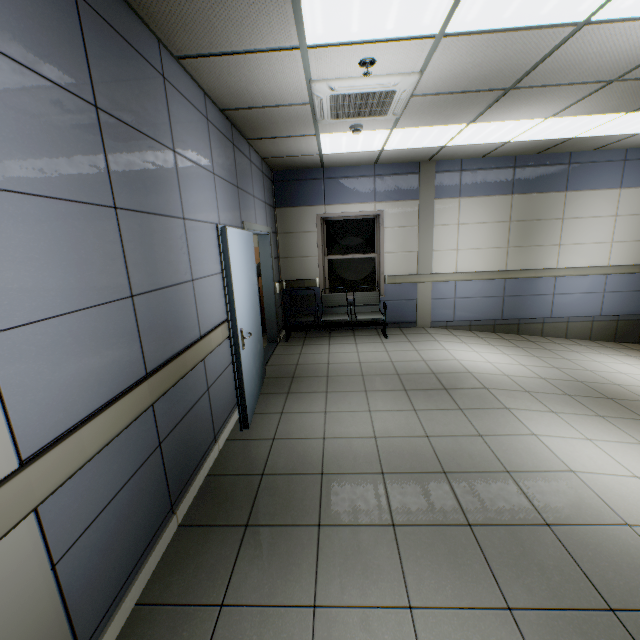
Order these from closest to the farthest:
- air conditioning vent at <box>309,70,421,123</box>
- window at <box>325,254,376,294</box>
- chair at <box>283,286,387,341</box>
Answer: air conditioning vent at <box>309,70,421,123</box> → chair at <box>283,286,387,341</box> → window at <box>325,254,376,294</box>

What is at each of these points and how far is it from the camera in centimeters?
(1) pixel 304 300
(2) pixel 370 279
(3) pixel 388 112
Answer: (1) chair, 669cm
(2) window, 686cm
(3) air conditioning vent, 354cm

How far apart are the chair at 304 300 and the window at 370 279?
0.3m

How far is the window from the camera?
6.8m

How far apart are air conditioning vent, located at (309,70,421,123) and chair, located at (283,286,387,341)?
3.2m

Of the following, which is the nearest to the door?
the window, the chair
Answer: the chair

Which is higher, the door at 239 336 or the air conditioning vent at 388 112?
the air conditioning vent at 388 112

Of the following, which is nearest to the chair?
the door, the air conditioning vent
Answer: the door
